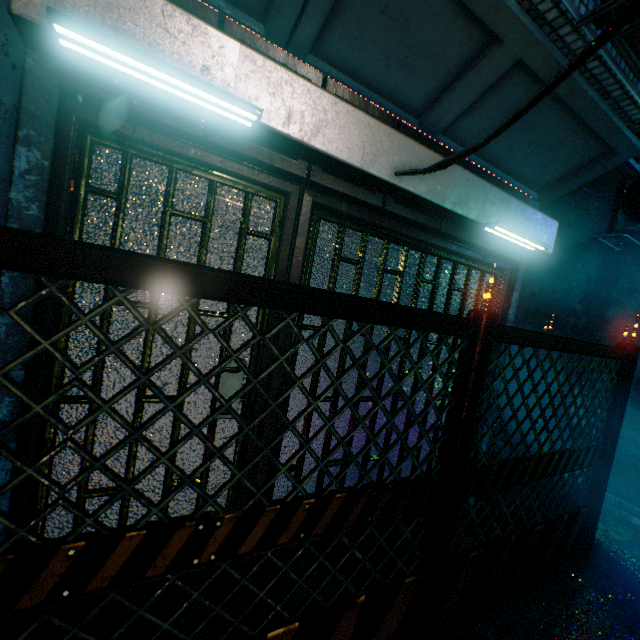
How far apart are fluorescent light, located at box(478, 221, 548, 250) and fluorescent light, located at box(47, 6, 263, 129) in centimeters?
172cm

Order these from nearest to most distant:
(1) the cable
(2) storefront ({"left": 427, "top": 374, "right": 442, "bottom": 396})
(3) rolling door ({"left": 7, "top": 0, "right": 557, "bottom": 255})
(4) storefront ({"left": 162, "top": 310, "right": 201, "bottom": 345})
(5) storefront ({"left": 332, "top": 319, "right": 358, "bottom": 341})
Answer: (1) the cable < (3) rolling door ({"left": 7, "top": 0, "right": 557, "bottom": 255}) < (4) storefront ({"left": 162, "top": 310, "right": 201, "bottom": 345}) < (5) storefront ({"left": 332, "top": 319, "right": 358, "bottom": 341}) < (2) storefront ({"left": 427, "top": 374, "right": 442, "bottom": 396})

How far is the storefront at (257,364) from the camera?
1.89m

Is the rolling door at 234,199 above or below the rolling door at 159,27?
below

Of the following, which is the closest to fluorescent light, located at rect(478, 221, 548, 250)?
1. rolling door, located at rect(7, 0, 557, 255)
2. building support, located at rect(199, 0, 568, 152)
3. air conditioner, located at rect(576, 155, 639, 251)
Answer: rolling door, located at rect(7, 0, 557, 255)

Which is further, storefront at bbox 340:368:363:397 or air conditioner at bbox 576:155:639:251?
air conditioner at bbox 576:155:639:251

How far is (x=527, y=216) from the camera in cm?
258

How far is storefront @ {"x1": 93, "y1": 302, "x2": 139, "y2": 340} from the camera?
1.5m
